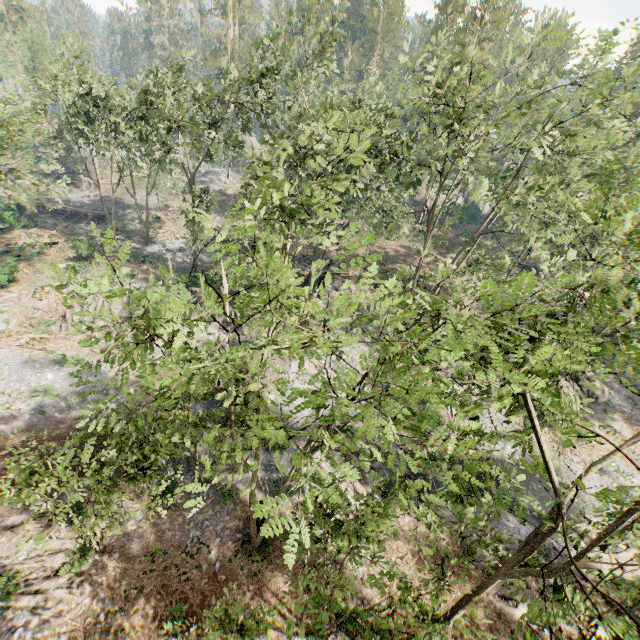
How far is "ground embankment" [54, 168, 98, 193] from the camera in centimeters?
5300cm

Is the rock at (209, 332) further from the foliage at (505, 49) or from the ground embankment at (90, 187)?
the ground embankment at (90, 187)

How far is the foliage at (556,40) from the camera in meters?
16.9

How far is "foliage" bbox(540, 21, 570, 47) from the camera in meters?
16.9 m

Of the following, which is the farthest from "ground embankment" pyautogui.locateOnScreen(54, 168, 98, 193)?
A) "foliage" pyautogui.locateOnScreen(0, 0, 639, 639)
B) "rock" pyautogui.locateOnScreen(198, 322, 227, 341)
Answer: "rock" pyautogui.locateOnScreen(198, 322, 227, 341)

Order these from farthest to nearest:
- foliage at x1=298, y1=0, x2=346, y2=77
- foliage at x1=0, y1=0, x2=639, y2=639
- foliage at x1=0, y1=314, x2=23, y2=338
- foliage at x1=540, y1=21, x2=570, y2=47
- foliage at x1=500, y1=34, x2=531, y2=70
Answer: foliage at x1=0, y1=314, x2=23, y2=338
foliage at x1=298, y1=0, x2=346, y2=77
foliage at x1=540, y1=21, x2=570, y2=47
foliage at x1=500, y1=34, x2=531, y2=70
foliage at x1=0, y1=0, x2=639, y2=639

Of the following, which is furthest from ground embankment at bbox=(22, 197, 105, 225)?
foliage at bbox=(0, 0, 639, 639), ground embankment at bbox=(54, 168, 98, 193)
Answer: ground embankment at bbox=(54, 168, 98, 193)

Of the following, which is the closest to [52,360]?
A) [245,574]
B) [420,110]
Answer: [245,574]
